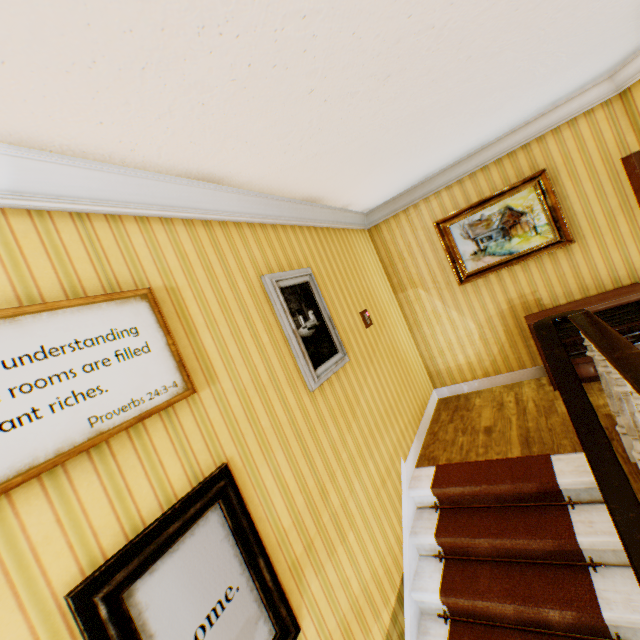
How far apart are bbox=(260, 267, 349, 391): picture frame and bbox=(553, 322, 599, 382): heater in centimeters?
244cm

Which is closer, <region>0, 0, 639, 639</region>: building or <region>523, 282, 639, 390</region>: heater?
<region>0, 0, 639, 639</region>: building

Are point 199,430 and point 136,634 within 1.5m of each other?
yes

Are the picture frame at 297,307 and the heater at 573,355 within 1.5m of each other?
no

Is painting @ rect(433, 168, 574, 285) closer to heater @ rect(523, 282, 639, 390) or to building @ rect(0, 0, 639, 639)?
building @ rect(0, 0, 639, 639)

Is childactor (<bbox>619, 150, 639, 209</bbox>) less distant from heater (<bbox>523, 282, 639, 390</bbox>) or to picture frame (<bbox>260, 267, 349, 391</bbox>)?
heater (<bbox>523, 282, 639, 390</bbox>)

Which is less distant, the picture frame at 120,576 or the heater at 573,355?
the picture frame at 120,576

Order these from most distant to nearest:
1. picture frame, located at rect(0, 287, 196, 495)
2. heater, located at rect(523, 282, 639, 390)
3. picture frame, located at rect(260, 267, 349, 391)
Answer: heater, located at rect(523, 282, 639, 390) → picture frame, located at rect(260, 267, 349, 391) → picture frame, located at rect(0, 287, 196, 495)
